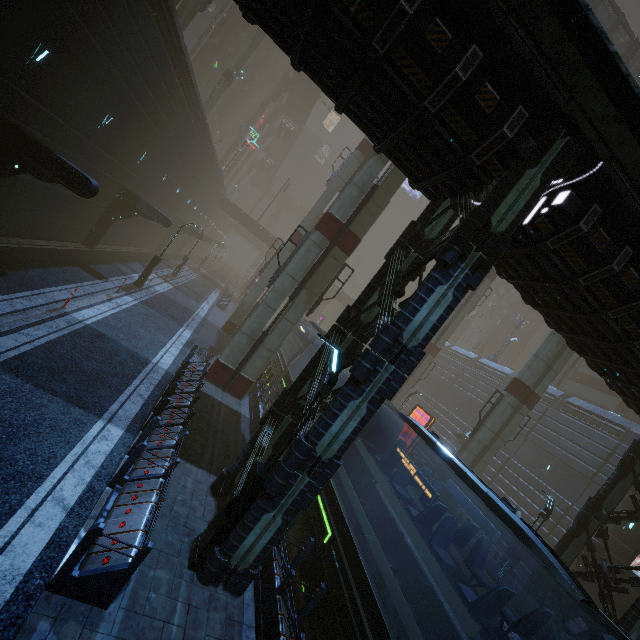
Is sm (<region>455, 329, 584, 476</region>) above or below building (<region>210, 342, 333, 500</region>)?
above

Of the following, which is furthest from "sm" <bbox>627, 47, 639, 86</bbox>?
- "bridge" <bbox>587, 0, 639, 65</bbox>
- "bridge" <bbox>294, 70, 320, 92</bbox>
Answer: "bridge" <bbox>294, 70, 320, 92</bbox>

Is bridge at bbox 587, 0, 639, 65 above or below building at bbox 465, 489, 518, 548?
above

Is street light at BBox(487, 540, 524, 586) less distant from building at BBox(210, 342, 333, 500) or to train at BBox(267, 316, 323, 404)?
building at BBox(210, 342, 333, 500)

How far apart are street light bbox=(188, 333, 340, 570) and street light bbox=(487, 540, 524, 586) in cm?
1447

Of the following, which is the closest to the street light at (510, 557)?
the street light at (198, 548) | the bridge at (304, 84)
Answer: the street light at (198, 548)

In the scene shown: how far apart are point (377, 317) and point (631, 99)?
6.44m

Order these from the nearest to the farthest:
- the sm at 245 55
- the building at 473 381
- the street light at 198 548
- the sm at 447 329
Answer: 1. the street light at 198 548
2. the sm at 447 329
3. the building at 473 381
4. the sm at 245 55
